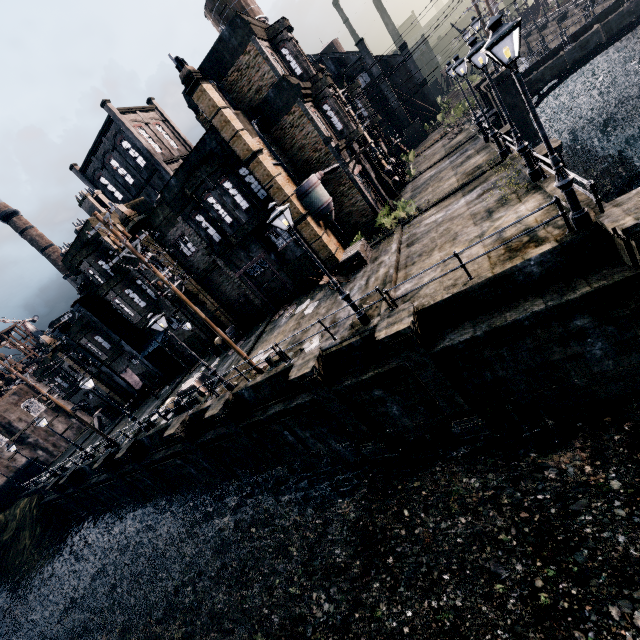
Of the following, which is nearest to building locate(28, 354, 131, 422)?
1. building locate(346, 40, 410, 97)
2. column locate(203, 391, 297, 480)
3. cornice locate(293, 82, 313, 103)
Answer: building locate(346, 40, 410, 97)

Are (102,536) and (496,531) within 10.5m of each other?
no

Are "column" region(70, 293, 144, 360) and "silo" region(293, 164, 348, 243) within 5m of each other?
no

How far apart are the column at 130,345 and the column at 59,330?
4.6m

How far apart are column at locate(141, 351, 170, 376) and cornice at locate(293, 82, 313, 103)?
25.91m

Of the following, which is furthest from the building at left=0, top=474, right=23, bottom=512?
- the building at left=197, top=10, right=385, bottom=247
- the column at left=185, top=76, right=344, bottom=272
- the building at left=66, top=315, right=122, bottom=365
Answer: the column at left=185, top=76, right=344, bottom=272

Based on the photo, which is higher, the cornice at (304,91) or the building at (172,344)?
the cornice at (304,91)

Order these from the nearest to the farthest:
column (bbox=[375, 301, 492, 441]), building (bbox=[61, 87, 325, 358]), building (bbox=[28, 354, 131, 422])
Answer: column (bbox=[375, 301, 492, 441]) → building (bbox=[61, 87, 325, 358]) → building (bbox=[28, 354, 131, 422])
